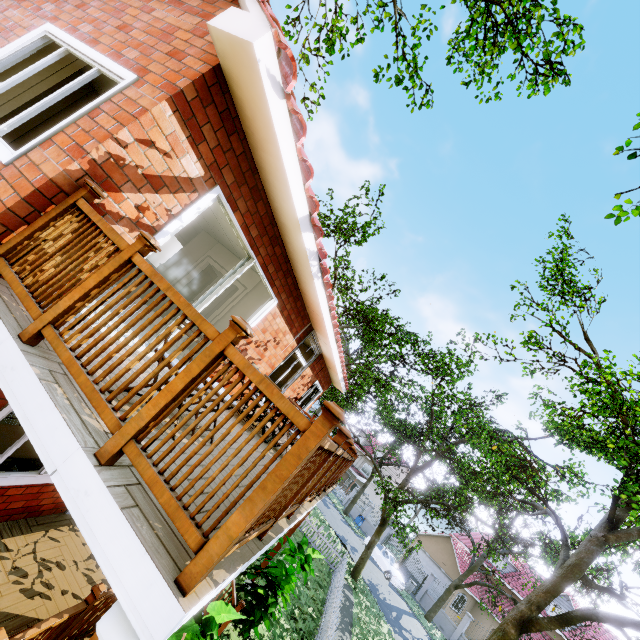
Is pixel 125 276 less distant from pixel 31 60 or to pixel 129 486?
pixel 31 60

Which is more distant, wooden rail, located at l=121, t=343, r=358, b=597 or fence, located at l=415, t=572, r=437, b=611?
fence, located at l=415, t=572, r=437, b=611

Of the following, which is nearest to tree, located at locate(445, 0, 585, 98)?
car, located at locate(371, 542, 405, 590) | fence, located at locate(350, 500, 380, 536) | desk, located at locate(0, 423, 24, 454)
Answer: fence, located at locate(350, 500, 380, 536)

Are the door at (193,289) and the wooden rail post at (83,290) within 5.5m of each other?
no

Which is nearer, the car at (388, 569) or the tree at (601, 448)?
the tree at (601, 448)

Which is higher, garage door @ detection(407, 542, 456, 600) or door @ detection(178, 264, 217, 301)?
door @ detection(178, 264, 217, 301)

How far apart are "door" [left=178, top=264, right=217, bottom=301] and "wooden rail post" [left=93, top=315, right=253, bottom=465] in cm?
828

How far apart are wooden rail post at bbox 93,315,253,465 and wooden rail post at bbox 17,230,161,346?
0.97m
